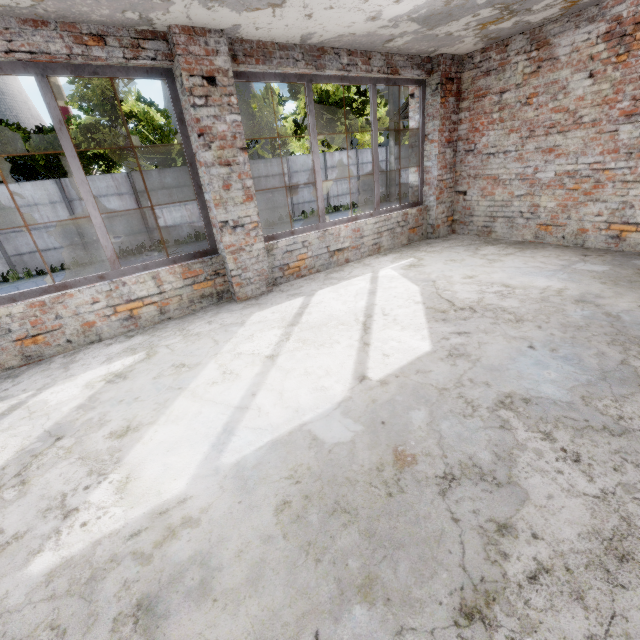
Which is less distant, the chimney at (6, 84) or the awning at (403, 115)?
the awning at (403, 115)

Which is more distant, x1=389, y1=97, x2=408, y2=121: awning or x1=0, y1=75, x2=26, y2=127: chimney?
x1=0, y1=75, x2=26, y2=127: chimney

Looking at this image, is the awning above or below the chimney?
below

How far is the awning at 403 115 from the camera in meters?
7.5 m

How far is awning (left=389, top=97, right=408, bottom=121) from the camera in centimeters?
746cm

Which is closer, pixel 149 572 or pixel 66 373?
pixel 149 572
